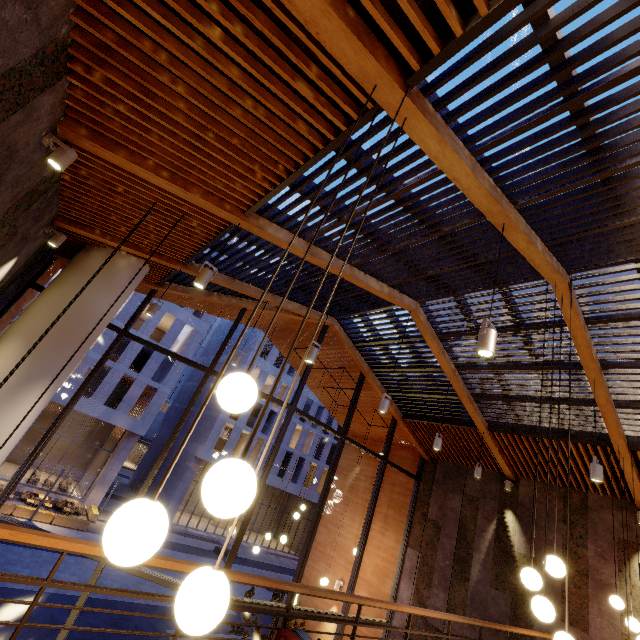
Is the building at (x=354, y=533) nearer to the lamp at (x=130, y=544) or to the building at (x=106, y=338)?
the lamp at (x=130, y=544)

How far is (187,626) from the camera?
1.1m

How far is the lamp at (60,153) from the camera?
3.2m

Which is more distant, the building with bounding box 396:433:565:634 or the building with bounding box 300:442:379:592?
the building with bounding box 300:442:379:592

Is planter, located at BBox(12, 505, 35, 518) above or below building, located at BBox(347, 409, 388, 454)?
below

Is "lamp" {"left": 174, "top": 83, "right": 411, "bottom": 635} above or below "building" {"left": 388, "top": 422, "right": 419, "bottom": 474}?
below

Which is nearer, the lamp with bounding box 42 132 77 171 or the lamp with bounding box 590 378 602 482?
the lamp with bounding box 42 132 77 171

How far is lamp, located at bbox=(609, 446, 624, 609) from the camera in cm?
534
